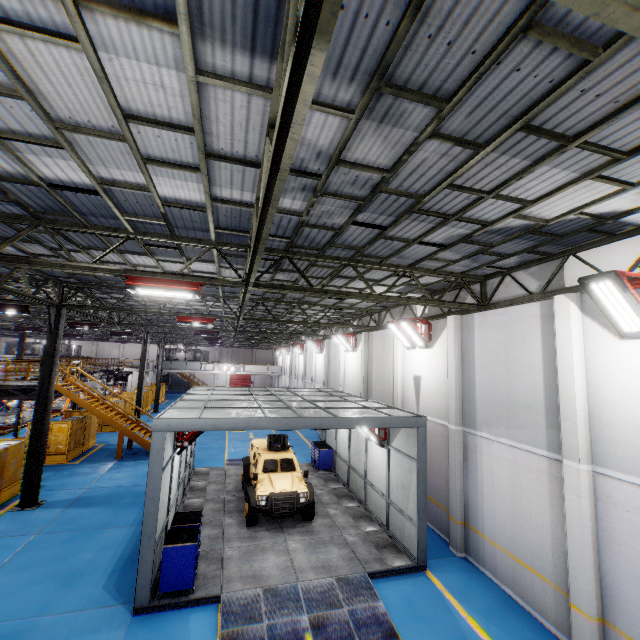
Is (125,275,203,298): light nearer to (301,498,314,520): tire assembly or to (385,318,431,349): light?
(385,318,431,349): light

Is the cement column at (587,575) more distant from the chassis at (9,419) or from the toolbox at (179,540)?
the chassis at (9,419)

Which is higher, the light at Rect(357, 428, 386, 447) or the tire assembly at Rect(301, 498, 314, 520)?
the light at Rect(357, 428, 386, 447)

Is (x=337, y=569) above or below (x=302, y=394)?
below

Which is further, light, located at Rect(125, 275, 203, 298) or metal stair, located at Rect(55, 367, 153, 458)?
metal stair, located at Rect(55, 367, 153, 458)

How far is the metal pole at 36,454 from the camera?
12.63m

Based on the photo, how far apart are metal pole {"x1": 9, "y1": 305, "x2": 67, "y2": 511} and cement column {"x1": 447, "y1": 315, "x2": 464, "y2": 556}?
15.5m

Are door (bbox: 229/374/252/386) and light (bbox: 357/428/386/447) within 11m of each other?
no
